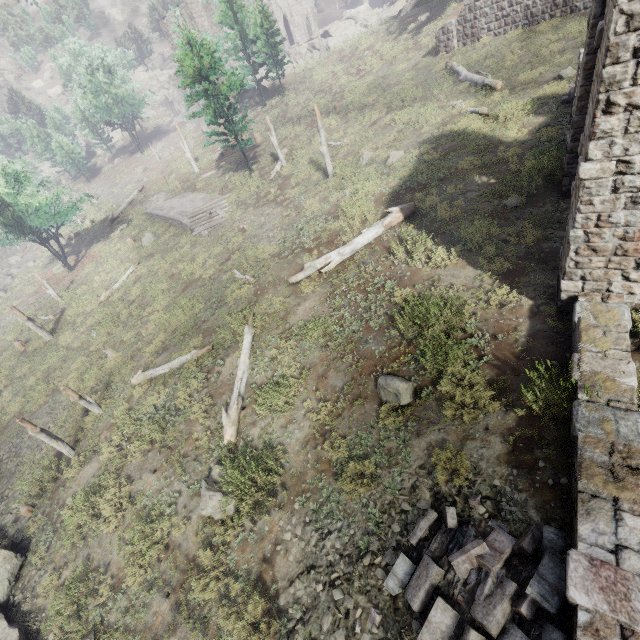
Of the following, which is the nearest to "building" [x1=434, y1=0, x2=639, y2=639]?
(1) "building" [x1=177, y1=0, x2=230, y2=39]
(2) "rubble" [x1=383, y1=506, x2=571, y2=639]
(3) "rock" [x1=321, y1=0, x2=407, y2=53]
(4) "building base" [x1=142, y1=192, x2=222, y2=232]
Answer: (2) "rubble" [x1=383, y1=506, x2=571, y2=639]

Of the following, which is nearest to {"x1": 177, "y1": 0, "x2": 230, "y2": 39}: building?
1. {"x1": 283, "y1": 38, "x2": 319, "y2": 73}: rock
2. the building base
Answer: {"x1": 283, "y1": 38, "x2": 319, "y2": 73}: rock

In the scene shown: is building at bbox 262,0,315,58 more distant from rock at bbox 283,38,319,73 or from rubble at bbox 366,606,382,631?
rubble at bbox 366,606,382,631

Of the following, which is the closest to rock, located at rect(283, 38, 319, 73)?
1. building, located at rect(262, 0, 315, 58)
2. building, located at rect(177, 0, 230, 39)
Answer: building, located at rect(262, 0, 315, 58)

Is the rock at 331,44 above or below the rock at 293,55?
below

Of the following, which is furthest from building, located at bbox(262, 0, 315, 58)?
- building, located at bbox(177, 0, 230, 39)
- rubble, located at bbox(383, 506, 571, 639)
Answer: rubble, located at bbox(383, 506, 571, 639)

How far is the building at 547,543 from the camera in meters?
4.9 m

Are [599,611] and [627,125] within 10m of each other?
yes
